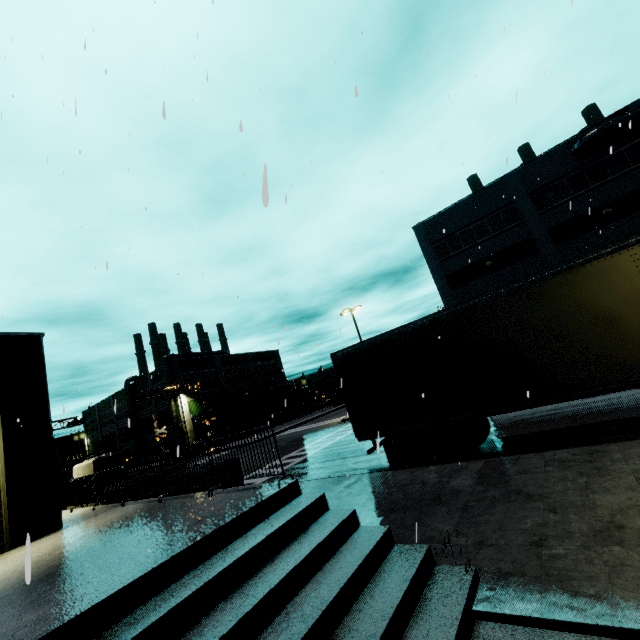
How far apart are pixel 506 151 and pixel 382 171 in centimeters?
427cm

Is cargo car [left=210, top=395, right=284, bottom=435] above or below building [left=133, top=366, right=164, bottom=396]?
below

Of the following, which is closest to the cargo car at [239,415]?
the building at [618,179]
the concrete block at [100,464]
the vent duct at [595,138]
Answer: the building at [618,179]

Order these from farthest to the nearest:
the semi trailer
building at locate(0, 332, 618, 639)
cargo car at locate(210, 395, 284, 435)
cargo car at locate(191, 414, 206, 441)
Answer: cargo car at locate(210, 395, 284, 435) < cargo car at locate(191, 414, 206, 441) < the semi trailer < building at locate(0, 332, 618, 639)

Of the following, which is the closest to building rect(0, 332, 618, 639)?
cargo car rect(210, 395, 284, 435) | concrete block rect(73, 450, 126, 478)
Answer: concrete block rect(73, 450, 126, 478)

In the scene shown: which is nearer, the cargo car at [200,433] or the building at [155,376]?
the cargo car at [200,433]

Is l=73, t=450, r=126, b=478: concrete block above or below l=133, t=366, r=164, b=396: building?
below

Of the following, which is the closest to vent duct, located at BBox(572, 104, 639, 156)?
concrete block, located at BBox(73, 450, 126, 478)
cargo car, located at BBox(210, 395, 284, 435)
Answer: cargo car, located at BBox(210, 395, 284, 435)
